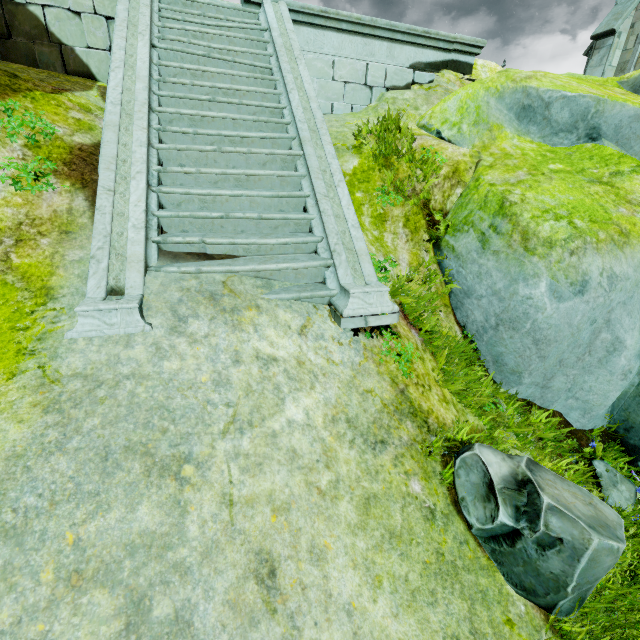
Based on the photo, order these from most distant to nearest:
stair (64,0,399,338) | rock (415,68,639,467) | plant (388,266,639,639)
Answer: rock (415,68,639,467)
stair (64,0,399,338)
plant (388,266,639,639)

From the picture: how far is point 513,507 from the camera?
2.6 meters

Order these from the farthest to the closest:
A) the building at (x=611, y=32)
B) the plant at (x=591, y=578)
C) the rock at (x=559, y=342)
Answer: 1. the building at (x=611, y=32)
2. the rock at (x=559, y=342)
3. the plant at (x=591, y=578)

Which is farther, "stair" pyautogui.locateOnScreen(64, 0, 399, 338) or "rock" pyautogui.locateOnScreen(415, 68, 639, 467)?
"rock" pyautogui.locateOnScreen(415, 68, 639, 467)

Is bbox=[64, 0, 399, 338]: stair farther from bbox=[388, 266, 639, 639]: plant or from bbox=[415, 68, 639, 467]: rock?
bbox=[388, 266, 639, 639]: plant

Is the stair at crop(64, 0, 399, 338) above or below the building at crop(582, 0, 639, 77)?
below

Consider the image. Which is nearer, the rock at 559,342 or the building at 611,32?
the rock at 559,342

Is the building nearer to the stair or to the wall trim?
the wall trim
